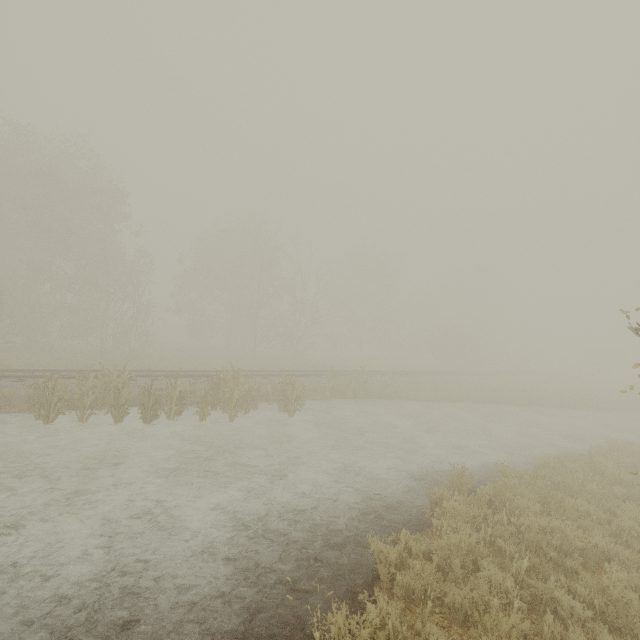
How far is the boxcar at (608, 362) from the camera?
58.6 meters

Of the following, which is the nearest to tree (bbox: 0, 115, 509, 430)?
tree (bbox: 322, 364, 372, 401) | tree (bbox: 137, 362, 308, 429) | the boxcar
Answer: tree (bbox: 322, 364, 372, 401)

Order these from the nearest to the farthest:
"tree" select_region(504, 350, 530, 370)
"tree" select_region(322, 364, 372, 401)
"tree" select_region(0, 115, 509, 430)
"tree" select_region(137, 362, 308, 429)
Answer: "tree" select_region(137, 362, 308, 429)
"tree" select_region(322, 364, 372, 401)
"tree" select_region(0, 115, 509, 430)
"tree" select_region(504, 350, 530, 370)

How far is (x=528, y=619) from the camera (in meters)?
4.49

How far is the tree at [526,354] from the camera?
48.2 meters

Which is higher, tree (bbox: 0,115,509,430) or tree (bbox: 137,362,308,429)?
tree (bbox: 0,115,509,430)

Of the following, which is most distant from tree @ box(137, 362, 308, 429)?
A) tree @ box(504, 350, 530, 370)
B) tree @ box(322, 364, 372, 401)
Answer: tree @ box(504, 350, 530, 370)

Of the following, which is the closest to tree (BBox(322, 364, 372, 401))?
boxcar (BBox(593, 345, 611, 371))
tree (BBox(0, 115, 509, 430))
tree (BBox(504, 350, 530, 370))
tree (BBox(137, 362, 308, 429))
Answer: tree (BBox(137, 362, 308, 429))
